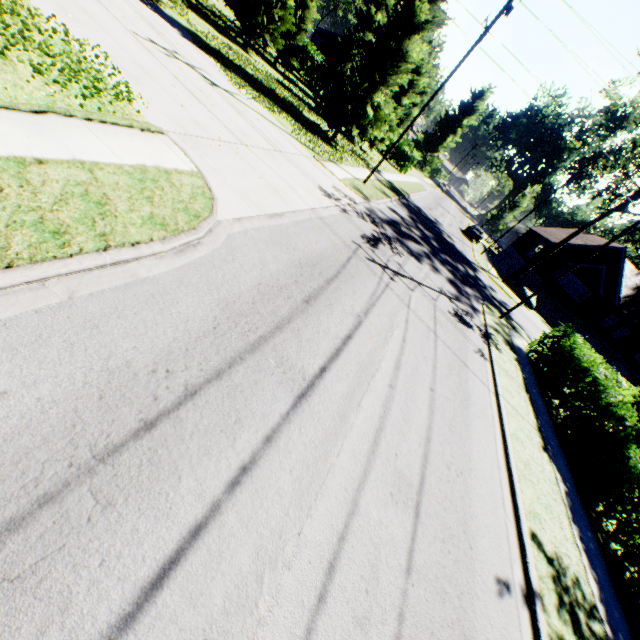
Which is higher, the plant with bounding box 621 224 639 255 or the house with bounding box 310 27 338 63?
the plant with bounding box 621 224 639 255

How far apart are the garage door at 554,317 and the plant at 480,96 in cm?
4211

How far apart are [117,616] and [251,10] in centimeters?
3217cm

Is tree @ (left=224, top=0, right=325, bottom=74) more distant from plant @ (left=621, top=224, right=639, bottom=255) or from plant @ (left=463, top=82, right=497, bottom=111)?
plant @ (left=621, top=224, right=639, bottom=255)

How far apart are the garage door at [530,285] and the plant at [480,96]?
39.0 meters

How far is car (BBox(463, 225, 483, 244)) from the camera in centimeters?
4003cm

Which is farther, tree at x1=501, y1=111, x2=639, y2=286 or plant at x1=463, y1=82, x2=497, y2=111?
plant at x1=463, y1=82, x2=497, y2=111

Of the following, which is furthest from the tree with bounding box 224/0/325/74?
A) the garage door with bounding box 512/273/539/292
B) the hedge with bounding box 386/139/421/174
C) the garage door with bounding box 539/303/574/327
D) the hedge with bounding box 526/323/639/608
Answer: the garage door with bounding box 539/303/574/327
